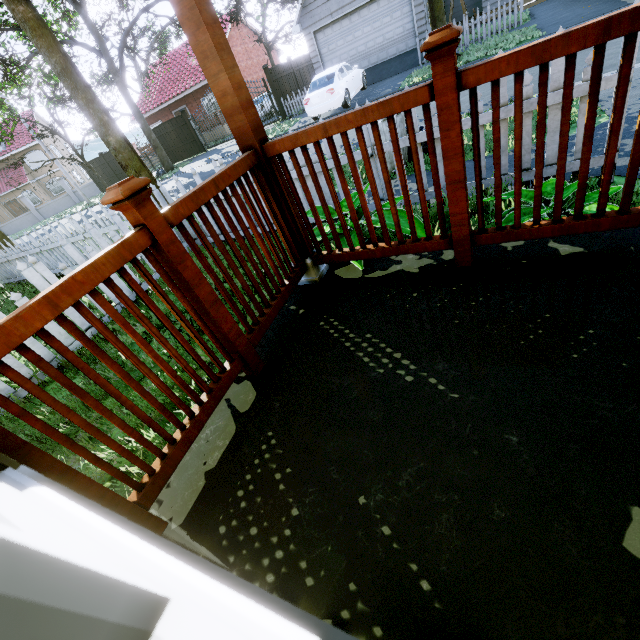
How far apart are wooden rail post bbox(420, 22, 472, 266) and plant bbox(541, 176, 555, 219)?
0.4m

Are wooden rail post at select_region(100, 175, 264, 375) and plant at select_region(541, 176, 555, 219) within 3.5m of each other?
yes

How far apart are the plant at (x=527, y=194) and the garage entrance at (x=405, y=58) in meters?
16.8 m

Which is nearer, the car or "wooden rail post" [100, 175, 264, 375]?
"wooden rail post" [100, 175, 264, 375]

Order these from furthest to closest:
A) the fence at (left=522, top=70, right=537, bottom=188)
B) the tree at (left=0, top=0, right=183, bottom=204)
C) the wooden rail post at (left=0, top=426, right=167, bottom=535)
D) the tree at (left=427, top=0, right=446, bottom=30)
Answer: the tree at (left=427, top=0, right=446, bottom=30)
the tree at (left=0, top=0, right=183, bottom=204)
the fence at (left=522, top=70, right=537, bottom=188)
the wooden rail post at (left=0, top=426, right=167, bottom=535)

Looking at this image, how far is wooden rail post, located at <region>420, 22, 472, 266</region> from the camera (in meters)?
1.25

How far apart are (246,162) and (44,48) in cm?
839

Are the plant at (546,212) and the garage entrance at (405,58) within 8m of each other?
no
